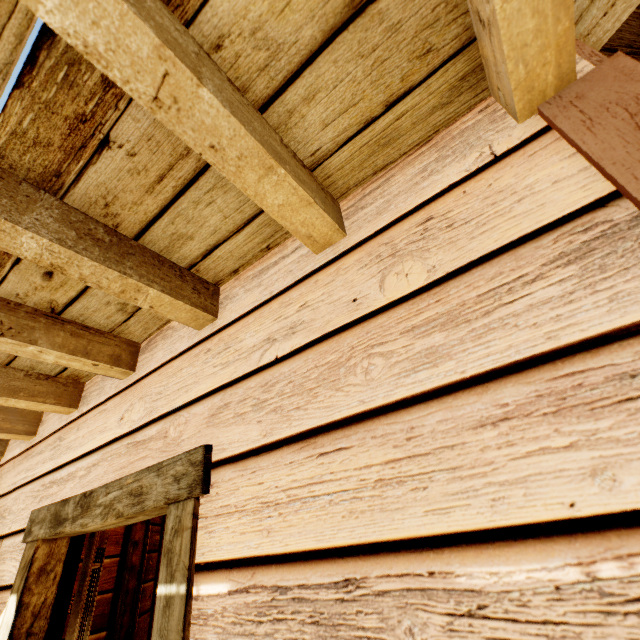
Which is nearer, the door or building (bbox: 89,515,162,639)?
the door

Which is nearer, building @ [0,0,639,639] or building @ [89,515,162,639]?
building @ [0,0,639,639]

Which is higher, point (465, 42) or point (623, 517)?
point (465, 42)

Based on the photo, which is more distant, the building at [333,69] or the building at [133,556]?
the building at [133,556]

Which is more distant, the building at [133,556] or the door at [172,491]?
the building at [133,556]
